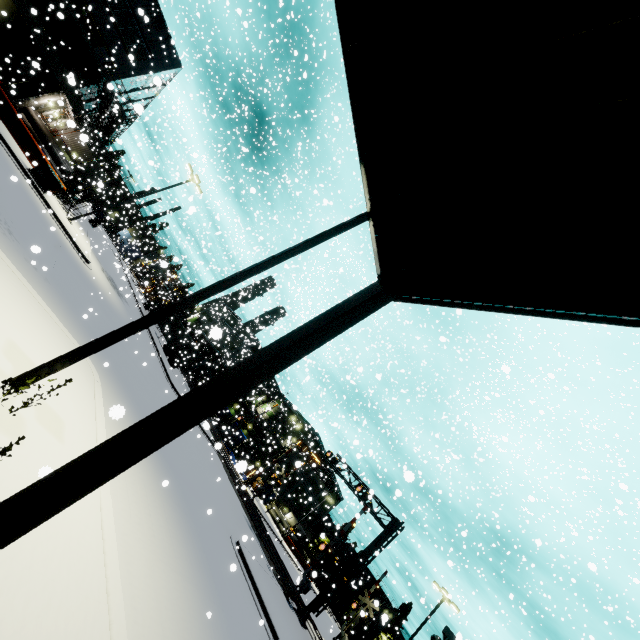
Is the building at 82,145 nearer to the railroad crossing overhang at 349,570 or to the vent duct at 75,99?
the vent duct at 75,99

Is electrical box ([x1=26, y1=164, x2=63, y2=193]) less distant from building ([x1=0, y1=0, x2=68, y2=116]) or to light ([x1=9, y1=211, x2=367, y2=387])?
building ([x1=0, y1=0, x2=68, y2=116])

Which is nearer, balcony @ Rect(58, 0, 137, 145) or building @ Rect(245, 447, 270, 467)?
balcony @ Rect(58, 0, 137, 145)

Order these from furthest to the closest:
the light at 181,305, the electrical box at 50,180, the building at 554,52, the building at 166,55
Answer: the building at 166,55 < the electrical box at 50,180 < the light at 181,305 < the building at 554,52

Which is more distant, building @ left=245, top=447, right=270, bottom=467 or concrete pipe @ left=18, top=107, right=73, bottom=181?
building @ left=245, top=447, right=270, bottom=467

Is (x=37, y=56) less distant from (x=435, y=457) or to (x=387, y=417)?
(x=387, y=417)

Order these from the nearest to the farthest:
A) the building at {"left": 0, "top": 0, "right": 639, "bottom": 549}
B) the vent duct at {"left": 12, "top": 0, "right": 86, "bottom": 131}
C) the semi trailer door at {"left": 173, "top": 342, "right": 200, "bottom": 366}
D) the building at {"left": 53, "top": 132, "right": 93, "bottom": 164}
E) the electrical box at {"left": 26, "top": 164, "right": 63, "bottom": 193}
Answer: the building at {"left": 0, "top": 0, "right": 639, "bottom": 549} < the electrical box at {"left": 26, "top": 164, "right": 63, "bottom": 193} < the vent duct at {"left": 12, "top": 0, "right": 86, "bottom": 131} < the building at {"left": 53, "top": 132, "right": 93, "bottom": 164} < the semi trailer door at {"left": 173, "top": 342, "right": 200, "bottom": 366}

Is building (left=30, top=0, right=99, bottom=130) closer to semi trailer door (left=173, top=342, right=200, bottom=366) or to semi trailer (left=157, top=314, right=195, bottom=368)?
semi trailer (left=157, top=314, right=195, bottom=368)
